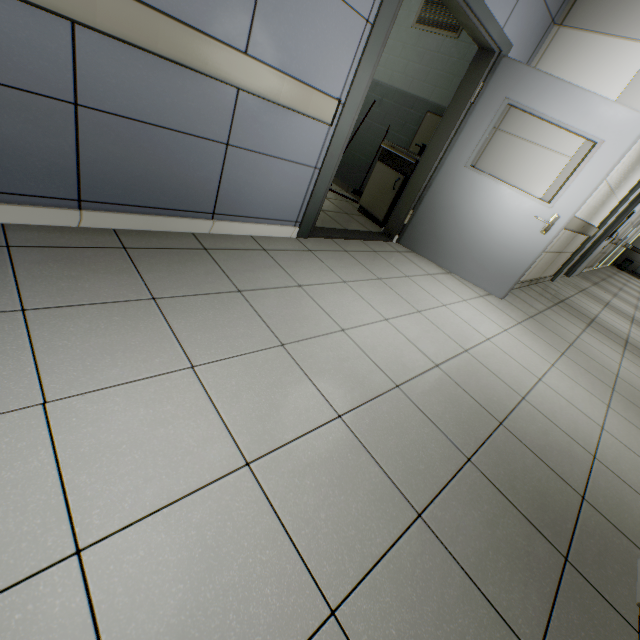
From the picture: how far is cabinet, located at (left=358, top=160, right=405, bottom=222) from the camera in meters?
4.2

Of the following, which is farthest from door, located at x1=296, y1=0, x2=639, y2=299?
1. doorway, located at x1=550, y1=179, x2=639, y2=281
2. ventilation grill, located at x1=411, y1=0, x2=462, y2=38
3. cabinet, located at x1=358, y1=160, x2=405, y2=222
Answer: doorway, located at x1=550, y1=179, x2=639, y2=281

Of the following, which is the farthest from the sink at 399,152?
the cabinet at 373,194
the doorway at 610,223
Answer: the doorway at 610,223

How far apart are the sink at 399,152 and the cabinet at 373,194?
0.0 meters

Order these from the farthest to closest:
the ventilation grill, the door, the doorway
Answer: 1. the doorway
2. the ventilation grill
3. the door

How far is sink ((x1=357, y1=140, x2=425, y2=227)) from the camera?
4.0 meters

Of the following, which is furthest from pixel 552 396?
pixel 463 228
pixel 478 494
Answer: pixel 463 228

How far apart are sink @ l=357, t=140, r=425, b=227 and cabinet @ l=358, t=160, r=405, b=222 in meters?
0.0
